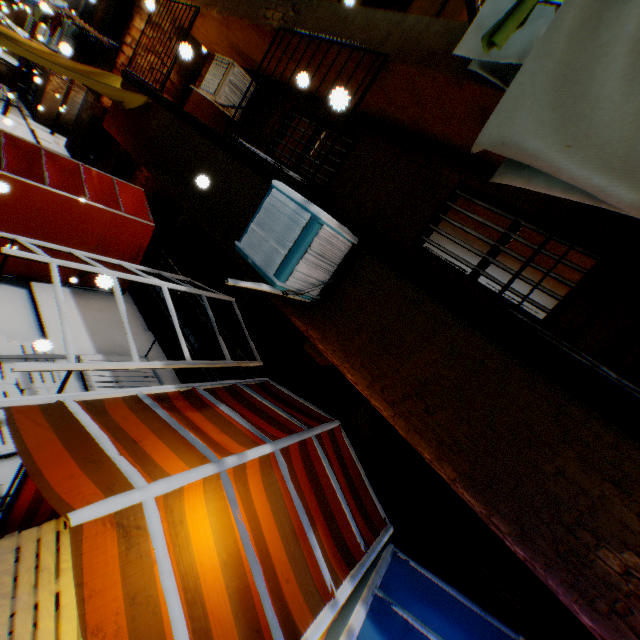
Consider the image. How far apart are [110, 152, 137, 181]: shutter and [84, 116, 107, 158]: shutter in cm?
206

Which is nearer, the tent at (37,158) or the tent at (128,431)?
the tent at (128,431)

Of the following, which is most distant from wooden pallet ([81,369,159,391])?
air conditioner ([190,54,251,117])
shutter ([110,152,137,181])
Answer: shutter ([110,152,137,181])

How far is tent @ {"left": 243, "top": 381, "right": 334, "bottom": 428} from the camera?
4.1m

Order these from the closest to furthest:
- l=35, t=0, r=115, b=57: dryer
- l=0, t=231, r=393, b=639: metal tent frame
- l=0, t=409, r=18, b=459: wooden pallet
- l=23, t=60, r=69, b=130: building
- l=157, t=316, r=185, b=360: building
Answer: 1. l=0, t=231, r=393, b=639: metal tent frame
2. l=0, t=409, r=18, b=459: wooden pallet
3. l=157, t=316, r=185, b=360: building
4. l=35, t=0, r=115, b=57: dryer
5. l=23, t=60, r=69, b=130: building

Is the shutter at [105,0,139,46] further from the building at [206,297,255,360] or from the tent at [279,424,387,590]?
the tent at [279,424,387,590]

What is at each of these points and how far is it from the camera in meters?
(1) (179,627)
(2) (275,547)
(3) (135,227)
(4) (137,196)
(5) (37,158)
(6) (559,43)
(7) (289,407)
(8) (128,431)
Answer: (1) metal tent frame, 1.8 m
(2) tent, 2.6 m
(3) tent, 7.7 m
(4) tent, 8.2 m
(5) tent, 6.6 m
(6) dryer, 1.6 m
(7) tent, 4.4 m
(8) tent, 2.7 m

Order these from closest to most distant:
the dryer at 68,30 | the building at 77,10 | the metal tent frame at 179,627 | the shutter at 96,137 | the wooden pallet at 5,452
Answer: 1. the metal tent frame at 179,627
2. the wooden pallet at 5,452
3. the dryer at 68,30
4. the building at 77,10
5. the shutter at 96,137
